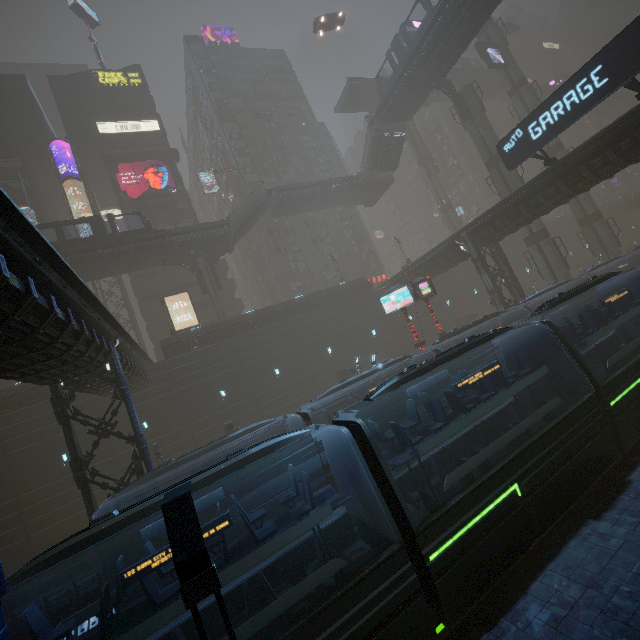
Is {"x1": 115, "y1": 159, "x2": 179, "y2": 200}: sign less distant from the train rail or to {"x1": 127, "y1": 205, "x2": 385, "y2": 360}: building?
{"x1": 127, "y1": 205, "x2": 385, "y2": 360}: building

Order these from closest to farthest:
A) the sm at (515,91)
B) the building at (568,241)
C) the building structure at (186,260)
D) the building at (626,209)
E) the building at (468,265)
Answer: the building at (468,265) < the building structure at (186,260) < the sm at (515,91) < the building at (568,241) < the building at (626,209)

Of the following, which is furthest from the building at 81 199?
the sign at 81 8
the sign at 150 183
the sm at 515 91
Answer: the sign at 81 8

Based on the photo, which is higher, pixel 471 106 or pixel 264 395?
pixel 471 106

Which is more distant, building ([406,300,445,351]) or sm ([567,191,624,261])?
building ([406,300,445,351])

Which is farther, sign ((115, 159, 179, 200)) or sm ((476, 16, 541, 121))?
sign ((115, 159, 179, 200))

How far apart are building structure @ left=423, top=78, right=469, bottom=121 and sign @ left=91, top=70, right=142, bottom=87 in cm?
4005

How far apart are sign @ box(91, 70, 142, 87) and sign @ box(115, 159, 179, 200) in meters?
13.5 m
